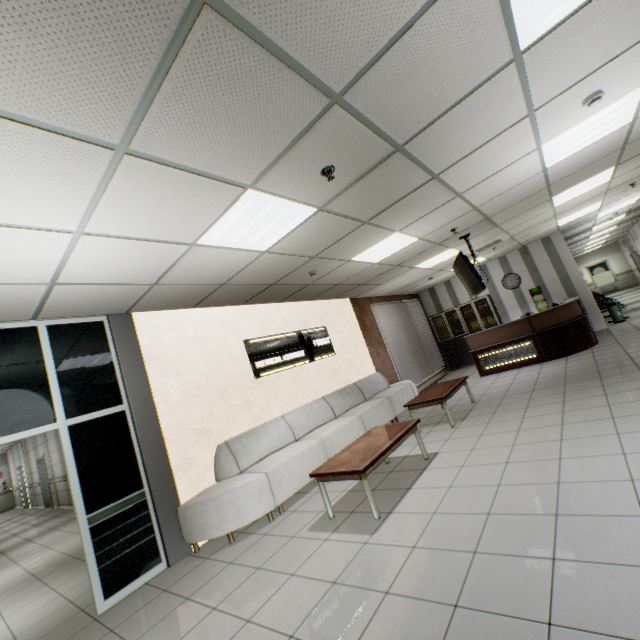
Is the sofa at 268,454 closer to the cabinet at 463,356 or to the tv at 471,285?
the tv at 471,285

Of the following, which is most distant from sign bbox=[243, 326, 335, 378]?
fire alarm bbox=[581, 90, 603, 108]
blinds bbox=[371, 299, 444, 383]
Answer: fire alarm bbox=[581, 90, 603, 108]

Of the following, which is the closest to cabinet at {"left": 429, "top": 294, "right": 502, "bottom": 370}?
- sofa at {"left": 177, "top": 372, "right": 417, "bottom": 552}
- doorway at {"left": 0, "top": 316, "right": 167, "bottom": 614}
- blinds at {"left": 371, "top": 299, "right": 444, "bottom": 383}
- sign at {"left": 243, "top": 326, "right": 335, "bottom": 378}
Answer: blinds at {"left": 371, "top": 299, "right": 444, "bottom": 383}

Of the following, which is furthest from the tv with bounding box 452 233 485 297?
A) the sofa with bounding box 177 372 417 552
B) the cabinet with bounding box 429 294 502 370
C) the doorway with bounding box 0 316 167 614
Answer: the doorway with bounding box 0 316 167 614

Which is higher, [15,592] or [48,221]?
[48,221]

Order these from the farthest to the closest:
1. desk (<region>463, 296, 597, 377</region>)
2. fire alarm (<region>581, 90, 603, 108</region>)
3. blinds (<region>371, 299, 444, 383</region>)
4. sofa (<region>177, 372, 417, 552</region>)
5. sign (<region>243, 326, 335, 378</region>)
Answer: blinds (<region>371, 299, 444, 383</region>) < desk (<region>463, 296, 597, 377</region>) < sign (<region>243, 326, 335, 378</region>) < sofa (<region>177, 372, 417, 552</region>) < fire alarm (<region>581, 90, 603, 108</region>)

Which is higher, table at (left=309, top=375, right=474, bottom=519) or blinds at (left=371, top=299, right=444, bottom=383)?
blinds at (left=371, top=299, right=444, bottom=383)

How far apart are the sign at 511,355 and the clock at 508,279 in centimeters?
360cm
